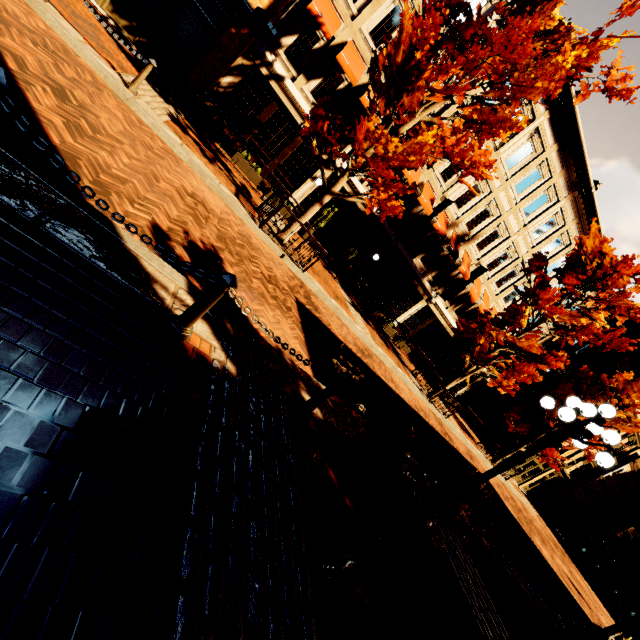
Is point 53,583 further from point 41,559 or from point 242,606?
point 242,606

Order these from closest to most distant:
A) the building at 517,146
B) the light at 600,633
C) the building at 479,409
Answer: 1. the light at 600,633
2. the building at 517,146
3. the building at 479,409

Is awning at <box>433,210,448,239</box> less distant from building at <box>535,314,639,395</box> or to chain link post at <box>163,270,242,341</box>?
building at <box>535,314,639,395</box>

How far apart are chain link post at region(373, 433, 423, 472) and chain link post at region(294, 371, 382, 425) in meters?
1.7

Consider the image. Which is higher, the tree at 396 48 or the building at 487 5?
the building at 487 5

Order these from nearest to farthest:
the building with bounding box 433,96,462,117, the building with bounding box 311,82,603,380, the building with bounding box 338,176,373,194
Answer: the building with bounding box 433,96,462,117 → the building with bounding box 338,176,373,194 → the building with bounding box 311,82,603,380

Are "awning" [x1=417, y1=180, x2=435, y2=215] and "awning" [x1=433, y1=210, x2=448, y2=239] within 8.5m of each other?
yes

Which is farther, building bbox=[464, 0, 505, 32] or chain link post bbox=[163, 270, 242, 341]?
building bbox=[464, 0, 505, 32]
